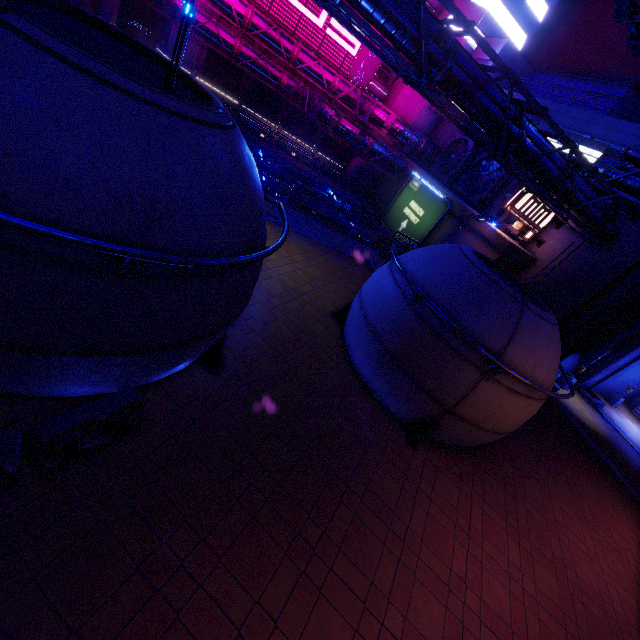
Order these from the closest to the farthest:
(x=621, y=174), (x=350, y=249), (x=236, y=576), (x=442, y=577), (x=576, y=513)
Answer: (x=236, y=576) < (x=442, y=577) < (x=576, y=513) < (x=621, y=174) < (x=350, y=249)

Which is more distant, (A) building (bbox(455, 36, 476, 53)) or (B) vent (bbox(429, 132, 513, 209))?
(A) building (bbox(455, 36, 476, 53))

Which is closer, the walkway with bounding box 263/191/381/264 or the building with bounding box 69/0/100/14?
the walkway with bounding box 263/191/381/264

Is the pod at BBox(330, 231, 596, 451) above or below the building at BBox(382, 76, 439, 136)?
below

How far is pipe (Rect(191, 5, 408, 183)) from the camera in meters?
30.2

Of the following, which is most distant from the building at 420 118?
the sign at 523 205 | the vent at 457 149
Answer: the sign at 523 205

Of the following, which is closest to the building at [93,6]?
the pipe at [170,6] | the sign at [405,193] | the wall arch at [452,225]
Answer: the pipe at [170,6]

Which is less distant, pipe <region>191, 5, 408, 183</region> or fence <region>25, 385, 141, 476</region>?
fence <region>25, 385, 141, 476</region>
